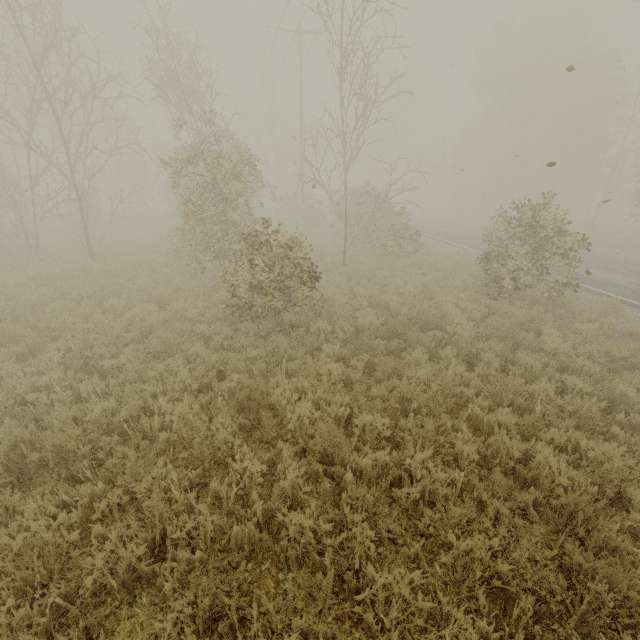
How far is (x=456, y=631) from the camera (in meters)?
2.69
